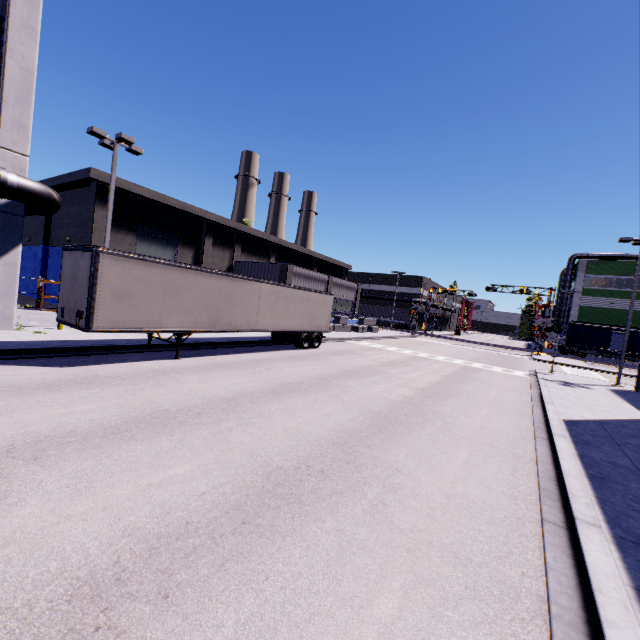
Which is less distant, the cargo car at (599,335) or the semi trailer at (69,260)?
the semi trailer at (69,260)

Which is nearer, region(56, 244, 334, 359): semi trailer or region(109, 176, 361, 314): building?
region(56, 244, 334, 359): semi trailer

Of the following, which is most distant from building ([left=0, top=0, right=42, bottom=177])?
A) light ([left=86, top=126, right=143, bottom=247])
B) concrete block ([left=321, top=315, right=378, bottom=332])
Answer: light ([left=86, top=126, right=143, bottom=247])

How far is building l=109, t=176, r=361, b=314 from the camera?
26.9 meters

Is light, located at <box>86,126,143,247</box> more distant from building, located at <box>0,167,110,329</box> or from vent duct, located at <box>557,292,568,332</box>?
vent duct, located at <box>557,292,568,332</box>

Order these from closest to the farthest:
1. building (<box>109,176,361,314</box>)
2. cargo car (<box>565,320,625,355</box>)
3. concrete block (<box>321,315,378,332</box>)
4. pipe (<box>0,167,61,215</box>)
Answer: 1. pipe (<box>0,167,61,215</box>)
2. building (<box>109,176,361,314</box>)
3. concrete block (<box>321,315,378,332</box>)
4. cargo car (<box>565,320,625,355</box>)

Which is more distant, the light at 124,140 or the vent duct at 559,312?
the vent duct at 559,312

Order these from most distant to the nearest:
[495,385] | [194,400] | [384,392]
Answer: A: [495,385] < [384,392] < [194,400]
